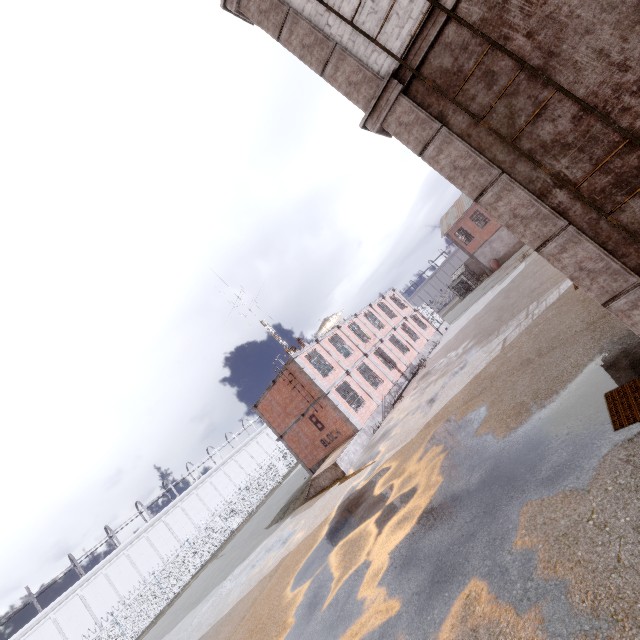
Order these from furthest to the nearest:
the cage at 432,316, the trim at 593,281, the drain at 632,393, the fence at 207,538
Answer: the cage at 432,316
the fence at 207,538
the drain at 632,393
the trim at 593,281

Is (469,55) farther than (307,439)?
No

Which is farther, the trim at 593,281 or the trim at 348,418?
the trim at 348,418

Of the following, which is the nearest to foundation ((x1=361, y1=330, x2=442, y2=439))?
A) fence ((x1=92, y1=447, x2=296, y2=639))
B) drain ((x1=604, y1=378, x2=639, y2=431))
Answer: drain ((x1=604, y1=378, x2=639, y2=431))

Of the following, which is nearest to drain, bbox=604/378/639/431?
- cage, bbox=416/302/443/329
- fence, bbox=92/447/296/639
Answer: fence, bbox=92/447/296/639

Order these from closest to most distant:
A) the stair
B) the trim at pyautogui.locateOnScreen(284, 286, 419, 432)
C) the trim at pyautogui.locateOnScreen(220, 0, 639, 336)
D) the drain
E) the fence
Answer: the trim at pyautogui.locateOnScreen(220, 0, 639, 336)
the drain
the stair
the trim at pyautogui.locateOnScreen(284, 286, 419, 432)
the fence

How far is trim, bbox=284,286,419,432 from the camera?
20.16m

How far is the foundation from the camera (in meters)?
20.44
